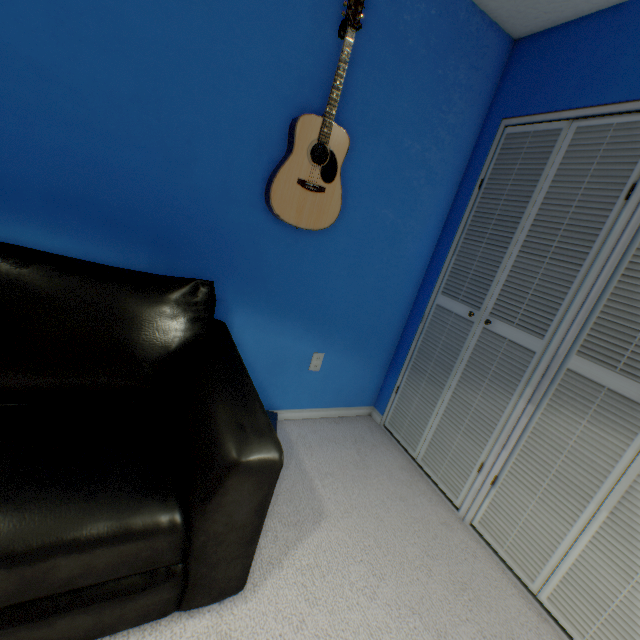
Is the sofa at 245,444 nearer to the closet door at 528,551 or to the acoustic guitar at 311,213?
the acoustic guitar at 311,213

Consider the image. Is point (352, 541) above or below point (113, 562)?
below

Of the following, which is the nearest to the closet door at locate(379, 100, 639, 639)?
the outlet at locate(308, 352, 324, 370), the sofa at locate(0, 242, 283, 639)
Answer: the outlet at locate(308, 352, 324, 370)

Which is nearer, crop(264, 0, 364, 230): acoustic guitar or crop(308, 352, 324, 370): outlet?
crop(264, 0, 364, 230): acoustic guitar

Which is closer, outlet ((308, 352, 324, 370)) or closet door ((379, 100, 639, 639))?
closet door ((379, 100, 639, 639))

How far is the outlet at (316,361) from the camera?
2.0 meters

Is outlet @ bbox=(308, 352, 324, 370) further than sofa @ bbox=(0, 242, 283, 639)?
Yes

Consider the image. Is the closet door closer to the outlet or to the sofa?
the outlet
